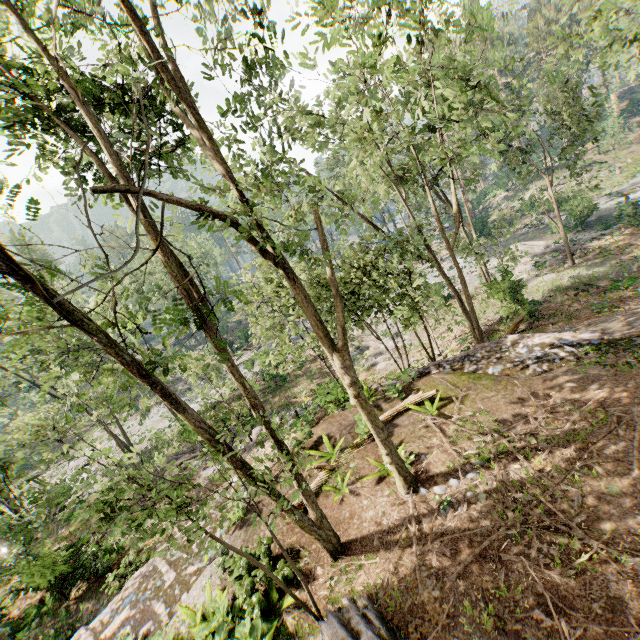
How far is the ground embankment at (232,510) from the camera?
11.18m

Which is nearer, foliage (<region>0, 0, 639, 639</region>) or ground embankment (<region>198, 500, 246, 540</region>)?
foliage (<region>0, 0, 639, 639</region>)

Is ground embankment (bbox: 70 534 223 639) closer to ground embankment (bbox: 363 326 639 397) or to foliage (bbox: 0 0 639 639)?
foliage (bbox: 0 0 639 639)

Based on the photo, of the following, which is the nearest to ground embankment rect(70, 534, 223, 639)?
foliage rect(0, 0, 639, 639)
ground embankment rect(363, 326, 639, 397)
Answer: foliage rect(0, 0, 639, 639)

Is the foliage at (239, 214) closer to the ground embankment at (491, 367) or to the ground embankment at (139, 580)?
the ground embankment at (491, 367)

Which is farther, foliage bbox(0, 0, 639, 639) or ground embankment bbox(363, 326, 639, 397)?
ground embankment bbox(363, 326, 639, 397)

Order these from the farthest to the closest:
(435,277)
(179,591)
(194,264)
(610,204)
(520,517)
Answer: (194,264), (435,277), (610,204), (179,591), (520,517)

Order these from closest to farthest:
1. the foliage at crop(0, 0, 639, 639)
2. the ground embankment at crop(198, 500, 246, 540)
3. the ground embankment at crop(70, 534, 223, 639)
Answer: the foliage at crop(0, 0, 639, 639) → the ground embankment at crop(70, 534, 223, 639) → the ground embankment at crop(198, 500, 246, 540)
